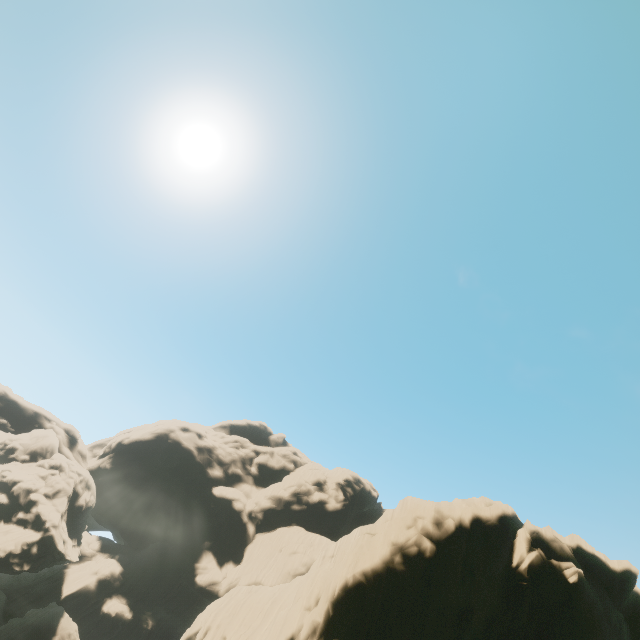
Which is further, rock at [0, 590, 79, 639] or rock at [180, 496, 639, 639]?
rock at [0, 590, 79, 639]

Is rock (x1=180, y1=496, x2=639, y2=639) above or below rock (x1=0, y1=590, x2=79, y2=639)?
above

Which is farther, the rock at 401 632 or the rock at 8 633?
the rock at 8 633

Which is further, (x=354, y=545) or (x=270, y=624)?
(x=270, y=624)
